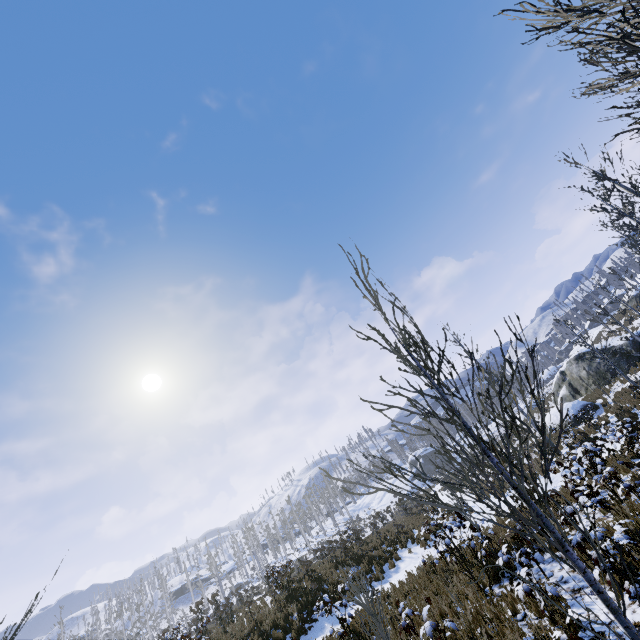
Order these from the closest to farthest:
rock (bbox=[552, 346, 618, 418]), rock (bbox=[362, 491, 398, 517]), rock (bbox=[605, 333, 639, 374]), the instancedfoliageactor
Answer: the instancedfoliageactor
rock (bbox=[552, 346, 618, 418])
rock (bbox=[605, 333, 639, 374])
rock (bbox=[362, 491, 398, 517])

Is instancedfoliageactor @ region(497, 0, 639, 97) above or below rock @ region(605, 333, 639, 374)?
above

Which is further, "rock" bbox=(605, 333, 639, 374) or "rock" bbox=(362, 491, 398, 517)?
"rock" bbox=(362, 491, 398, 517)

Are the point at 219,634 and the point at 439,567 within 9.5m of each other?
no

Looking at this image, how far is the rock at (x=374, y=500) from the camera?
49.7m

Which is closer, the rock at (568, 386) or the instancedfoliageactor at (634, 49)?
the instancedfoliageactor at (634, 49)

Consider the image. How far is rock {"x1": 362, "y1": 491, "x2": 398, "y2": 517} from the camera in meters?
49.7

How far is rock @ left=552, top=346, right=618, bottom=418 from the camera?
22.3m
